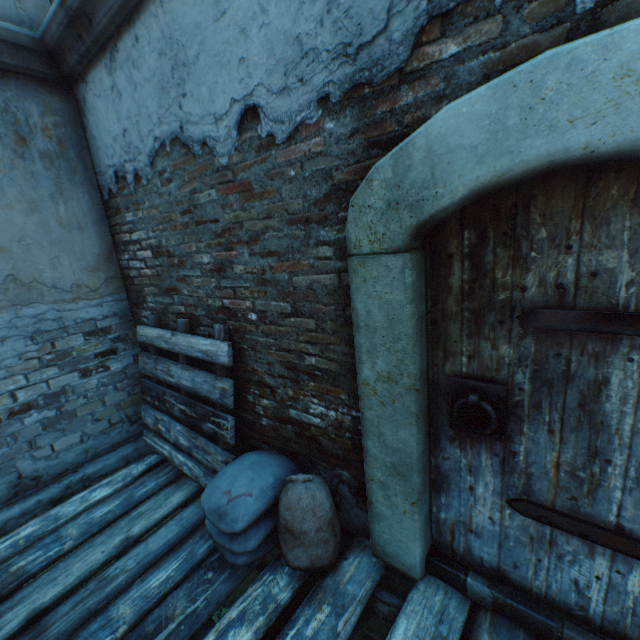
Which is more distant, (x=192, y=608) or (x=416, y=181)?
(x=192, y=608)

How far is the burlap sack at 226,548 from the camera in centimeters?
200cm

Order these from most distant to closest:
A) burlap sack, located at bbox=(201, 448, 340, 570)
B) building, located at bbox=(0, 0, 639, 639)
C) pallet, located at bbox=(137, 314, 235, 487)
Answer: pallet, located at bbox=(137, 314, 235, 487) → burlap sack, located at bbox=(201, 448, 340, 570) → building, located at bbox=(0, 0, 639, 639)

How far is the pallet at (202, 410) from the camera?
2.5 meters

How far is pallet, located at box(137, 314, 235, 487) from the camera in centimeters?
252cm

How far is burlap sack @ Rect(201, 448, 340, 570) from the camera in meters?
2.0 m

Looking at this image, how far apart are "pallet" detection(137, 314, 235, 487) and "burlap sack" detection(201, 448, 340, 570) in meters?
0.0 m

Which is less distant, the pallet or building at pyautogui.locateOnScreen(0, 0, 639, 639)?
building at pyautogui.locateOnScreen(0, 0, 639, 639)
